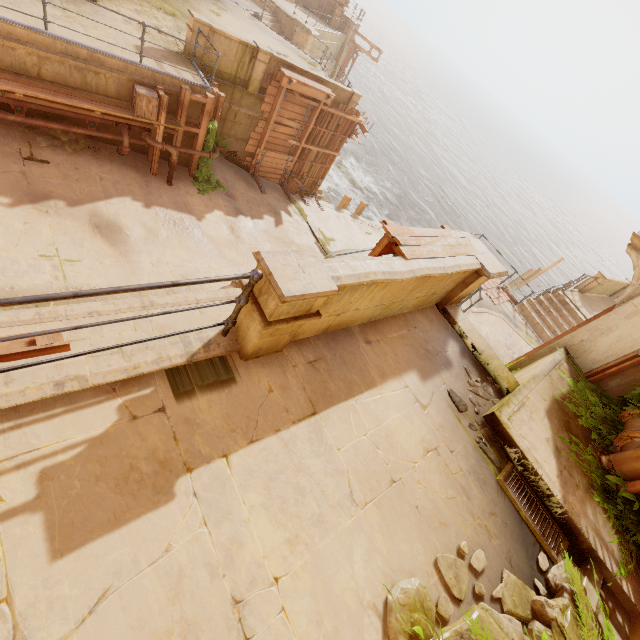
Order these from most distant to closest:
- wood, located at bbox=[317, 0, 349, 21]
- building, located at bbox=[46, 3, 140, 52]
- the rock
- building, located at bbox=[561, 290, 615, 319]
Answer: the rock, wood, located at bbox=[317, 0, 349, 21], building, located at bbox=[561, 290, 615, 319], building, located at bbox=[46, 3, 140, 52]

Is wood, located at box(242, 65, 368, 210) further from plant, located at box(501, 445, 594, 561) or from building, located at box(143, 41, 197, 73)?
plant, located at box(501, 445, 594, 561)

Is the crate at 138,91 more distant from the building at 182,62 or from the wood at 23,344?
the wood at 23,344

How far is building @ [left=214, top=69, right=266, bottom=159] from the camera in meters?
12.2 m

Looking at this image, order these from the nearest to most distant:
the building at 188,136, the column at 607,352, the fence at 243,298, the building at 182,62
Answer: the fence at 243,298, the column at 607,352, the building at 182,62, the building at 188,136

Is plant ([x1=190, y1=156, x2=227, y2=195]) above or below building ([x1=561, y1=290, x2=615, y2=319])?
below

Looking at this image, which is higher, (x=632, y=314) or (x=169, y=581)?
(x=632, y=314)

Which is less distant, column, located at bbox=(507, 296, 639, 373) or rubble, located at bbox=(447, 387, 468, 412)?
rubble, located at bbox=(447, 387, 468, 412)
